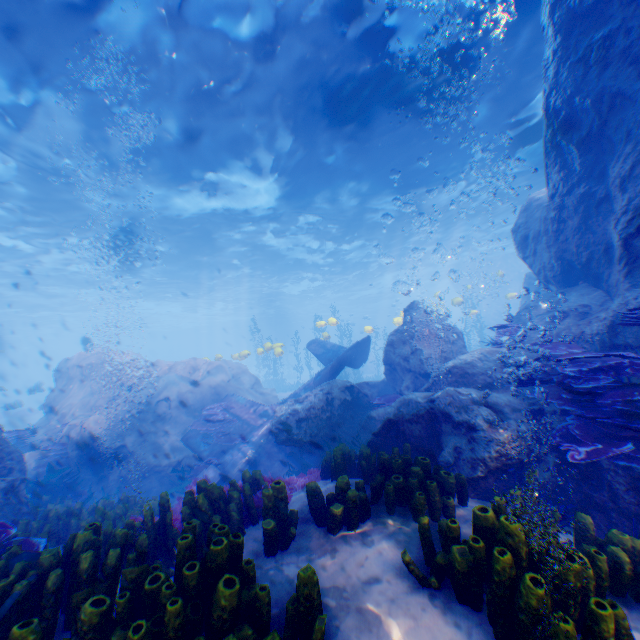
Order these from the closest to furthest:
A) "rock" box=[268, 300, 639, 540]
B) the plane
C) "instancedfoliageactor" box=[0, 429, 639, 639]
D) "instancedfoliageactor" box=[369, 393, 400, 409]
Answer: "instancedfoliageactor" box=[0, 429, 639, 639]
"rock" box=[268, 300, 639, 540]
"instancedfoliageactor" box=[369, 393, 400, 409]
the plane

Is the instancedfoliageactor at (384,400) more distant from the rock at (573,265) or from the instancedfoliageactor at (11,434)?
the instancedfoliageactor at (11,434)

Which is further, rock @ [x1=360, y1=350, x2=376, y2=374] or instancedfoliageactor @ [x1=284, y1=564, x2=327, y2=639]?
rock @ [x1=360, y1=350, x2=376, y2=374]

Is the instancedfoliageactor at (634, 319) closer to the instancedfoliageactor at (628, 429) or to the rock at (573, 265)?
the rock at (573, 265)

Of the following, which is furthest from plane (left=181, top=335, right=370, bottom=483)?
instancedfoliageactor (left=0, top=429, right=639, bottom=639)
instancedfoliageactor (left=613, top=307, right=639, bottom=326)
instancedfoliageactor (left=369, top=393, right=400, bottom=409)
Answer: instancedfoliageactor (left=0, top=429, right=639, bottom=639)

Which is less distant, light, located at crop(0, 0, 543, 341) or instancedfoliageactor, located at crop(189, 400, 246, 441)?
light, located at crop(0, 0, 543, 341)

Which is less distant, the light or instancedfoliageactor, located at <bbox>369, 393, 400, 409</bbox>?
the light

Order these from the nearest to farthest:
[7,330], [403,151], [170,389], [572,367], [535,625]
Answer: [535,625] → [572,367] → [170,389] → [403,151] → [7,330]
